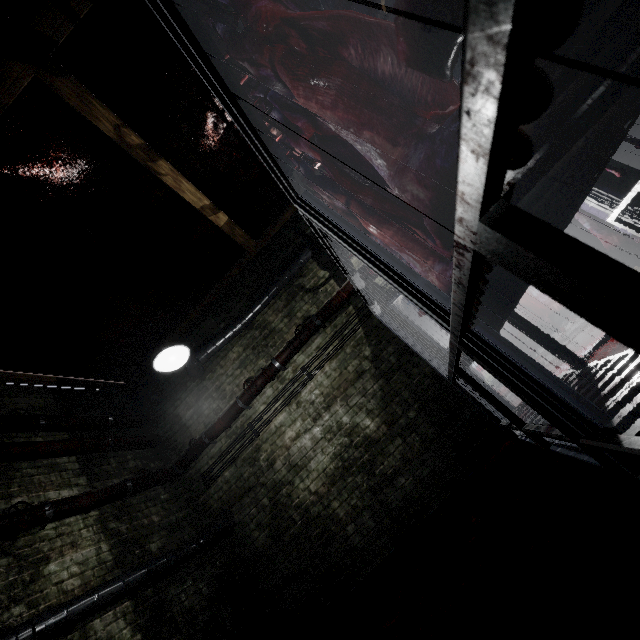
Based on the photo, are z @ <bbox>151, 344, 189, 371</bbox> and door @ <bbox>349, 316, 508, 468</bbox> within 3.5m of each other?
yes

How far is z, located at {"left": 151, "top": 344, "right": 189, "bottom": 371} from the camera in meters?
2.8 m

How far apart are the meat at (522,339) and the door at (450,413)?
4.82m

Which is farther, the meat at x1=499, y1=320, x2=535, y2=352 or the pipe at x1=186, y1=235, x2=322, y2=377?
the meat at x1=499, y1=320, x2=535, y2=352

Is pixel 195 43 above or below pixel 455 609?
above

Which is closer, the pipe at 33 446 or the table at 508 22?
the table at 508 22

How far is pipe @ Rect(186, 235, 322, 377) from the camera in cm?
472

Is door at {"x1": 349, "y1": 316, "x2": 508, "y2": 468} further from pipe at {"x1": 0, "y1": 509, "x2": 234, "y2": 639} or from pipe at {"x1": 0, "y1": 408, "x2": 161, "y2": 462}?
pipe at {"x1": 0, "y1": 509, "x2": 234, "y2": 639}
